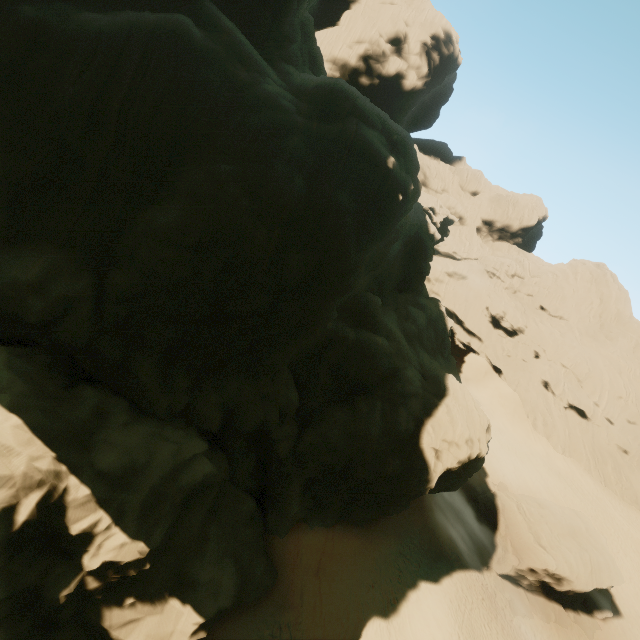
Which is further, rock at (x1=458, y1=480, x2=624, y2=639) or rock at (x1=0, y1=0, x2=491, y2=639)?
rock at (x1=458, y1=480, x2=624, y2=639)

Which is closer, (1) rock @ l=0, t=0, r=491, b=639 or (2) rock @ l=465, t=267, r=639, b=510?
(1) rock @ l=0, t=0, r=491, b=639

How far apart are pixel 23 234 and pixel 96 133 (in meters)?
6.53

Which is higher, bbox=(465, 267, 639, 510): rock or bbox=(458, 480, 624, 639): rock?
bbox=(465, 267, 639, 510): rock

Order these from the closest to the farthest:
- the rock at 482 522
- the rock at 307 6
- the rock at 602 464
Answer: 1. the rock at 307 6
2. the rock at 482 522
3. the rock at 602 464

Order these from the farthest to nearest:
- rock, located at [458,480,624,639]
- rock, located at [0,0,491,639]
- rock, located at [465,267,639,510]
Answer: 1. rock, located at [465,267,639,510]
2. rock, located at [458,480,624,639]
3. rock, located at [0,0,491,639]

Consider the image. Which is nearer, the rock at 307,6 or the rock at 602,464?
the rock at 307,6
